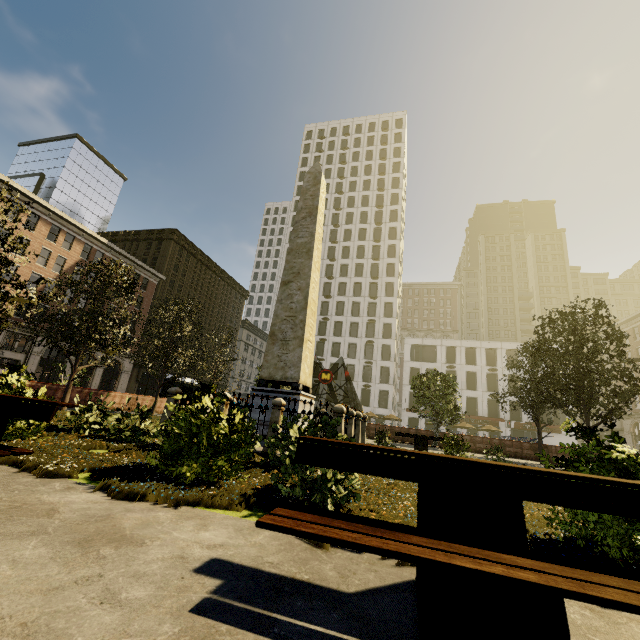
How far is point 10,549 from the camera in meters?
2.2

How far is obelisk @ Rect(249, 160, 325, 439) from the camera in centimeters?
1091cm

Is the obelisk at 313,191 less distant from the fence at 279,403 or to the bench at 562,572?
the fence at 279,403

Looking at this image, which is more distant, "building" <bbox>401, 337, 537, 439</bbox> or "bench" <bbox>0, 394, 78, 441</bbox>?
"building" <bbox>401, 337, 537, 439</bbox>

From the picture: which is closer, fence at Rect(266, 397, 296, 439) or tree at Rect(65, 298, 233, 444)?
tree at Rect(65, 298, 233, 444)

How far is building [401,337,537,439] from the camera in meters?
48.8

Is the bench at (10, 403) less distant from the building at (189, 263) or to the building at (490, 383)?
the building at (189, 263)

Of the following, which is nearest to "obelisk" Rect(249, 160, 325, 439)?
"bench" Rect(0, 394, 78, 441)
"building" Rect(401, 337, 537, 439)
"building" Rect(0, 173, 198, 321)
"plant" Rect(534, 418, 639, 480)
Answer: "bench" Rect(0, 394, 78, 441)
